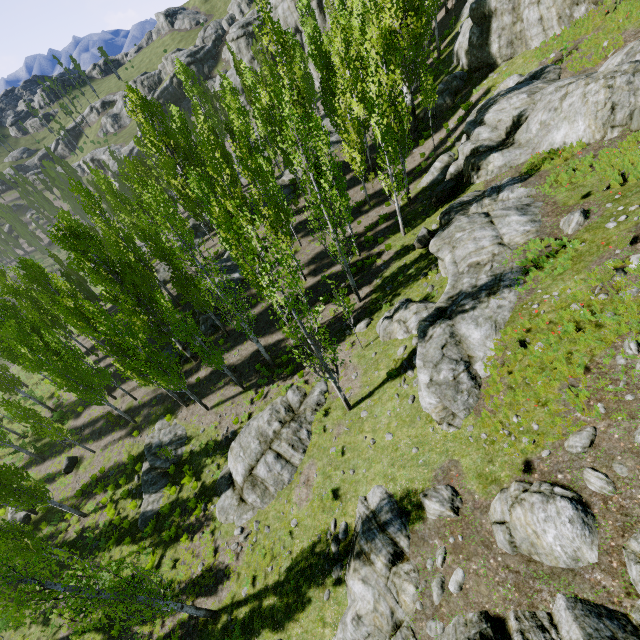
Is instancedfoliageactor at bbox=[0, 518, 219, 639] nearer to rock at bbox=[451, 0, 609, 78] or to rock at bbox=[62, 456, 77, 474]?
rock at bbox=[451, 0, 609, 78]

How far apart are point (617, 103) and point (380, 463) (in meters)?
18.30

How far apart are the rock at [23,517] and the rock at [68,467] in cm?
273

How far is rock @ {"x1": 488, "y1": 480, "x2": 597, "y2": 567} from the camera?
6.2 meters

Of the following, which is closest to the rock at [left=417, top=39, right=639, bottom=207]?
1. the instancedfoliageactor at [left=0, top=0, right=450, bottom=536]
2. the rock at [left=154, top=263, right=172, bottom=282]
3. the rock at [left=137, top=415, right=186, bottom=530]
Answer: the instancedfoliageactor at [left=0, top=0, right=450, bottom=536]

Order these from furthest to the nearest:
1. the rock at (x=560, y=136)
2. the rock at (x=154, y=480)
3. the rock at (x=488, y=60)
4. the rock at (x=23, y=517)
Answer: the rock at (x=23, y=517), the rock at (x=488, y=60), the rock at (x=154, y=480), the rock at (x=560, y=136)

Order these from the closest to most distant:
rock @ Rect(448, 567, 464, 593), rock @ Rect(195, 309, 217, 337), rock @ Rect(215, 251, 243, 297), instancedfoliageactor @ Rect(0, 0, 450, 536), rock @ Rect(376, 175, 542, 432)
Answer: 1. rock @ Rect(448, 567, 464, 593)
2. rock @ Rect(376, 175, 542, 432)
3. instancedfoliageactor @ Rect(0, 0, 450, 536)
4. rock @ Rect(195, 309, 217, 337)
5. rock @ Rect(215, 251, 243, 297)

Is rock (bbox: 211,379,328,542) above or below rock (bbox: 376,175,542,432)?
below
